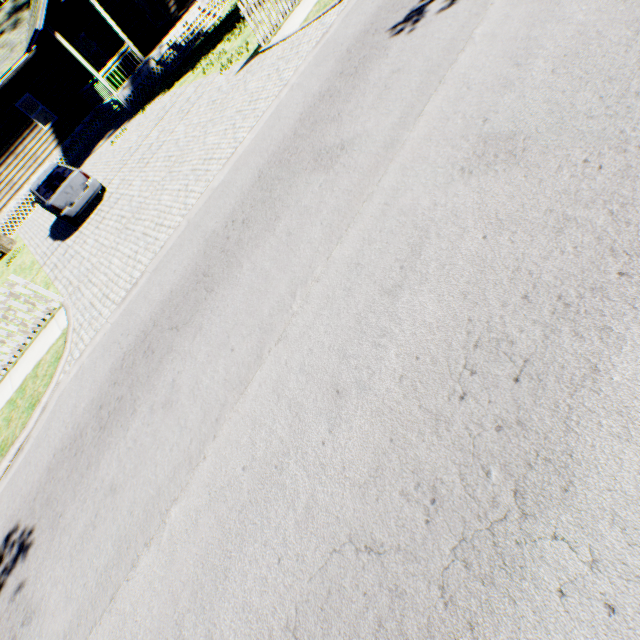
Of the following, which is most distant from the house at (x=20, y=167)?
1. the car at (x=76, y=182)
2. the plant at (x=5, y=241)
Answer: the car at (x=76, y=182)

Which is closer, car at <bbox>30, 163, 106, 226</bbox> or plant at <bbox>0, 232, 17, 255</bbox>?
car at <bbox>30, 163, 106, 226</bbox>

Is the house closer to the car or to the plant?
the plant

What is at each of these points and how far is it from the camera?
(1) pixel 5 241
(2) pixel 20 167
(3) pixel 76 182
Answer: (1) plant, 17.3 meters
(2) house, 18.8 meters
(3) car, 11.4 meters

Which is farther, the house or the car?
the house

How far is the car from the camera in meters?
11.3 m

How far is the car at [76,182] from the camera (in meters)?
11.31

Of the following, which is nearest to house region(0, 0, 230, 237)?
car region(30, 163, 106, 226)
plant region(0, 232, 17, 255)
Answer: plant region(0, 232, 17, 255)
